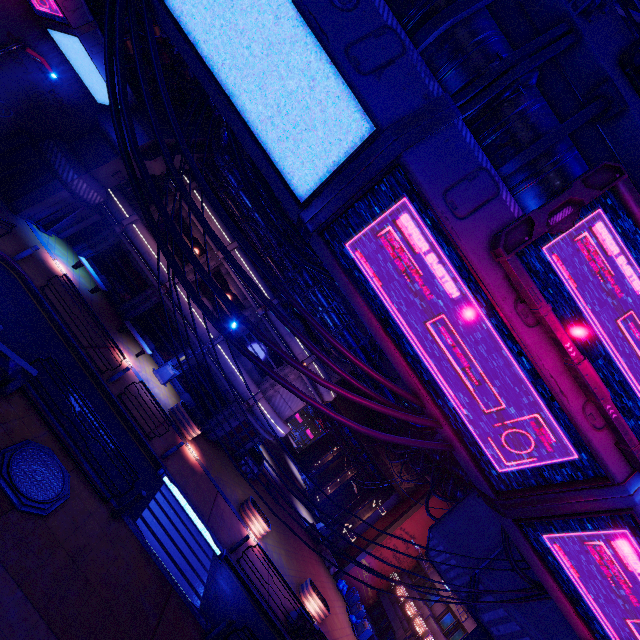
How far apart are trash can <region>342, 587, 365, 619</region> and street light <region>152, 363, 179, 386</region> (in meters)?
23.26

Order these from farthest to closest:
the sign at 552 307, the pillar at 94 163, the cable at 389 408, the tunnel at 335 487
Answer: the tunnel at 335 487, the pillar at 94 163, the cable at 389 408, the sign at 552 307

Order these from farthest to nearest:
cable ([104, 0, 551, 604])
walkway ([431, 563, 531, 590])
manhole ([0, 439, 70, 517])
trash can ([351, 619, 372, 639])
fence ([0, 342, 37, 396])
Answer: trash can ([351, 619, 372, 639]), fence ([0, 342, 37, 396]), walkway ([431, 563, 531, 590]), manhole ([0, 439, 70, 517]), cable ([104, 0, 551, 604])

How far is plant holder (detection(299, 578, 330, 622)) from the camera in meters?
19.2 m

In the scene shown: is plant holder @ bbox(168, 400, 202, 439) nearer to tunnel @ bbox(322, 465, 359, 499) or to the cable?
the cable

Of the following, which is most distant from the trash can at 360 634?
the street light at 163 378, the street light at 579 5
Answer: the street light at 579 5

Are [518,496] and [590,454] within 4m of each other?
yes

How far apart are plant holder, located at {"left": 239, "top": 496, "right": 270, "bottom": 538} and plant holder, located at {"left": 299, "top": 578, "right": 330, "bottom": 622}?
4.11m
